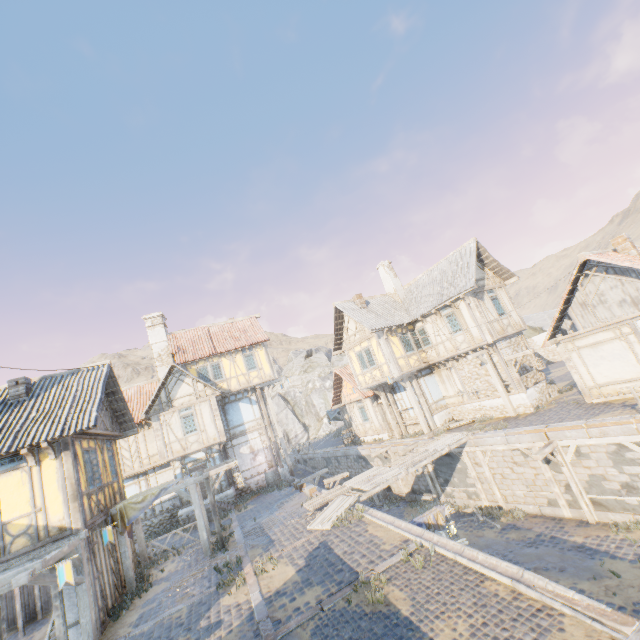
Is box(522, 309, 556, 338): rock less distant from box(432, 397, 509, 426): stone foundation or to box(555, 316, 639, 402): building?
box(555, 316, 639, 402): building

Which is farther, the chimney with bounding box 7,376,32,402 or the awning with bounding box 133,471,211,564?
the awning with bounding box 133,471,211,564

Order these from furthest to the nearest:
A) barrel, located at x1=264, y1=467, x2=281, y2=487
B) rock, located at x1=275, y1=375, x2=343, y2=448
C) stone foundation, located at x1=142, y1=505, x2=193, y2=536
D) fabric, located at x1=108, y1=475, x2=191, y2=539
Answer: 1. rock, located at x1=275, y1=375, x2=343, y2=448
2. barrel, located at x1=264, y1=467, x2=281, y2=487
3. stone foundation, located at x1=142, y1=505, x2=193, y2=536
4. fabric, located at x1=108, y1=475, x2=191, y2=539

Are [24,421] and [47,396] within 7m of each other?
yes

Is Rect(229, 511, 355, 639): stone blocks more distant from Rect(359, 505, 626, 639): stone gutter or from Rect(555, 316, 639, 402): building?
Rect(555, 316, 639, 402): building

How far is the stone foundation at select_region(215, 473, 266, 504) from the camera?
20.2m

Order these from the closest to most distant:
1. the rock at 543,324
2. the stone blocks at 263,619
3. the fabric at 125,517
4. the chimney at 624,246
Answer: the stone blocks at 263,619 → the fabric at 125,517 → the chimney at 624,246 → the rock at 543,324

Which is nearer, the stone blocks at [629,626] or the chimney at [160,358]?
the stone blocks at [629,626]
